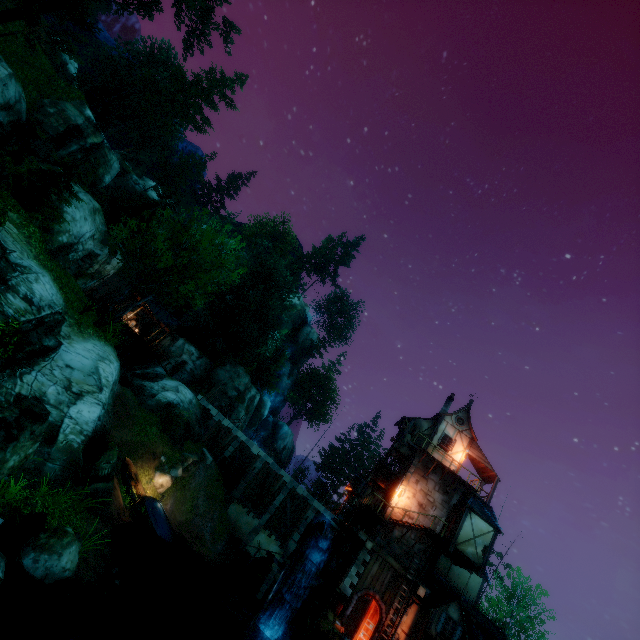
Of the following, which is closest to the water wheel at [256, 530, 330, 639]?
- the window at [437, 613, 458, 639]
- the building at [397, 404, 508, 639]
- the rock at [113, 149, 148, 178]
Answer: the building at [397, 404, 508, 639]

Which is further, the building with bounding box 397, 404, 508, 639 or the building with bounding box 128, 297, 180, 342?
the building with bounding box 128, 297, 180, 342

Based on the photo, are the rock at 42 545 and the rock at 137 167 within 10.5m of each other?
no

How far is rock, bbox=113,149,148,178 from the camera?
55.38m

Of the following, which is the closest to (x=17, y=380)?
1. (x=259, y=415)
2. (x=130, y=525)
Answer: (x=130, y=525)

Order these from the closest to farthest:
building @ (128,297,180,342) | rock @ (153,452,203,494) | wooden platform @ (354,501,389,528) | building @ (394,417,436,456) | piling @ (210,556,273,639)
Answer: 1. piling @ (210,556,273,639)
2. wooden platform @ (354,501,389,528)
3. rock @ (153,452,203,494)
4. building @ (394,417,436,456)
5. building @ (128,297,180,342)

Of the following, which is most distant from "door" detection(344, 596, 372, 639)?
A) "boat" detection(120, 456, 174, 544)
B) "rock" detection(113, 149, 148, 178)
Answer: "rock" detection(113, 149, 148, 178)

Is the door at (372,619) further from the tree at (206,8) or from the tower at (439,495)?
the tree at (206,8)
